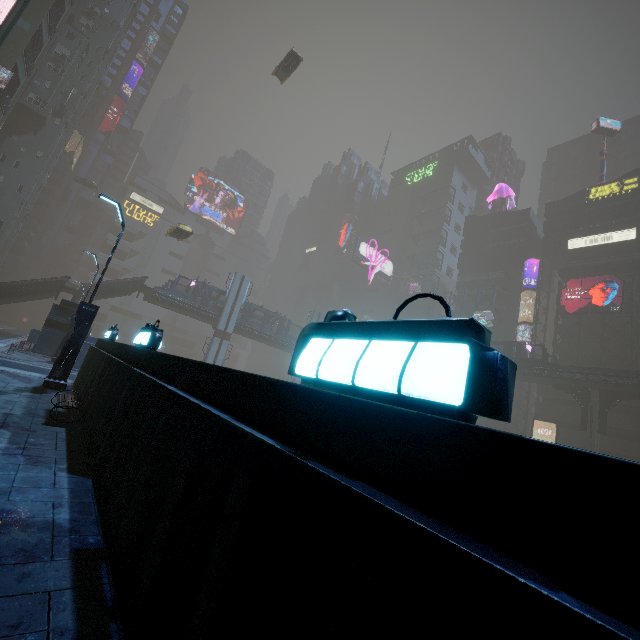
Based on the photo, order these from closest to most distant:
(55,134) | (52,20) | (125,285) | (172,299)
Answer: (125,285)
(52,20)
(172,299)
(55,134)

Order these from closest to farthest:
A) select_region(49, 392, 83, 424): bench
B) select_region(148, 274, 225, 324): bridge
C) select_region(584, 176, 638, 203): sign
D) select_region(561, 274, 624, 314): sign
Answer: select_region(49, 392, 83, 424): bench < select_region(148, 274, 225, 324): bridge < select_region(561, 274, 624, 314): sign < select_region(584, 176, 638, 203): sign

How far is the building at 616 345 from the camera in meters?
41.7 m

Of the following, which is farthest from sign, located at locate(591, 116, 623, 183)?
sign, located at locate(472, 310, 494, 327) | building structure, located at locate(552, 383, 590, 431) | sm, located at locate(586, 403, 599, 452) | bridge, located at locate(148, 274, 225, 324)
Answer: bridge, located at locate(148, 274, 225, 324)

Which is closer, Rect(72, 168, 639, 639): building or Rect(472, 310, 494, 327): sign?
Rect(72, 168, 639, 639): building

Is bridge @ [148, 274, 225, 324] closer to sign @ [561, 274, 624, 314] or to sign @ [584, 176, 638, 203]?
sign @ [561, 274, 624, 314]

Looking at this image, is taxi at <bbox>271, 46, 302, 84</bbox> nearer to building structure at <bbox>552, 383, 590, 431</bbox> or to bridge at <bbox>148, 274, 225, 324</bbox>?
bridge at <bbox>148, 274, 225, 324</bbox>

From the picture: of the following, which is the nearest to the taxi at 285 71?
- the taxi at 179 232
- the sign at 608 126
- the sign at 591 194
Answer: the taxi at 179 232
